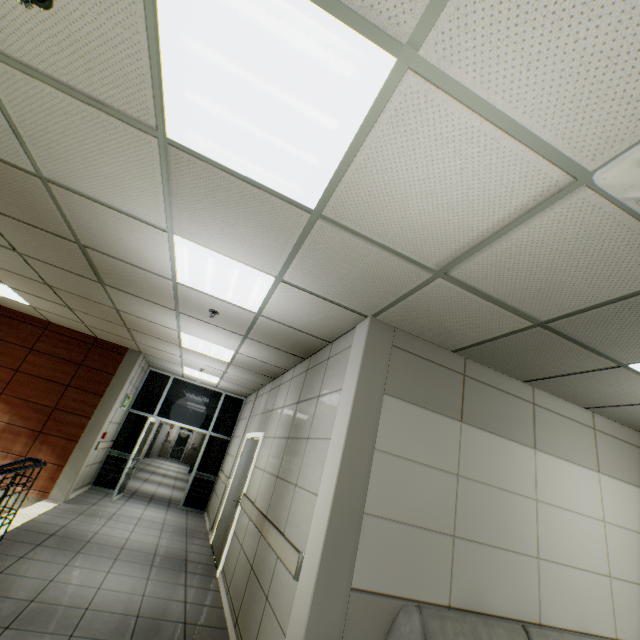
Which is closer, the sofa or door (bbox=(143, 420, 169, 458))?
the sofa

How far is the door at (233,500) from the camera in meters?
5.5

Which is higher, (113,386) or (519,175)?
(519,175)

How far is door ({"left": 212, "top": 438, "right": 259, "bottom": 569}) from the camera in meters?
5.5

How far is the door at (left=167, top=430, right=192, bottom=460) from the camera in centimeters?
2280cm

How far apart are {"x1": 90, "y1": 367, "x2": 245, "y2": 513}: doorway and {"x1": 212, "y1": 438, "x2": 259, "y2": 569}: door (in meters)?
2.74

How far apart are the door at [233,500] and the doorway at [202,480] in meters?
2.7

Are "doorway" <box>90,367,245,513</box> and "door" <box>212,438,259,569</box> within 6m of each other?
yes
